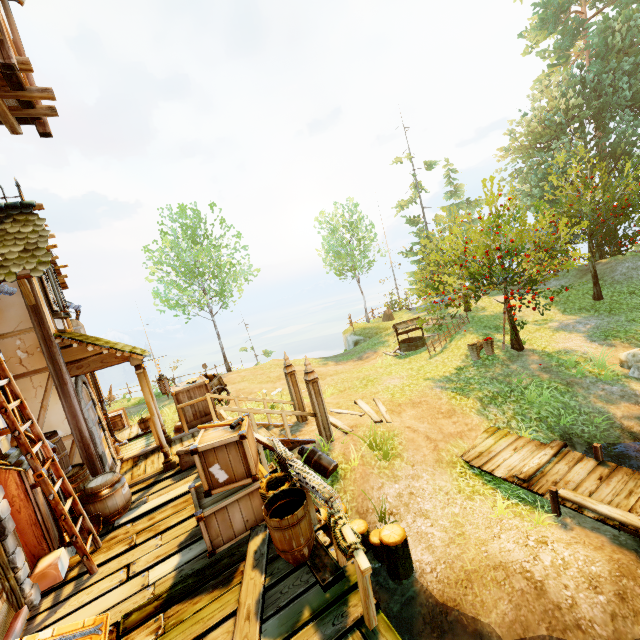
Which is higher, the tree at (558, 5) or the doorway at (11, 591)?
the tree at (558, 5)

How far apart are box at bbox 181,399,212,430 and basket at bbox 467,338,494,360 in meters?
10.6 m

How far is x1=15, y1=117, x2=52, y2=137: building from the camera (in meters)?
6.99

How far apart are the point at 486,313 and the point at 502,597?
17.6 meters

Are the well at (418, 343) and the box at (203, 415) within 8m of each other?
no

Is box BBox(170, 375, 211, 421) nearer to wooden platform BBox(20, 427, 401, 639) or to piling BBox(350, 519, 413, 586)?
wooden platform BBox(20, 427, 401, 639)

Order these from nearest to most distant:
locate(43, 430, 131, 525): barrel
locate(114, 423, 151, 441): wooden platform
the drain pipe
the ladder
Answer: the ladder < the drain pipe < locate(43, 430, 131, 525): barrel < locate(114, 423, 151, 441): wooden platform

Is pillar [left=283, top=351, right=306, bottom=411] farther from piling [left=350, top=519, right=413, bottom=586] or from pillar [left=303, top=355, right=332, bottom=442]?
piling [left=350, top=519, right=413, bottom=586]
